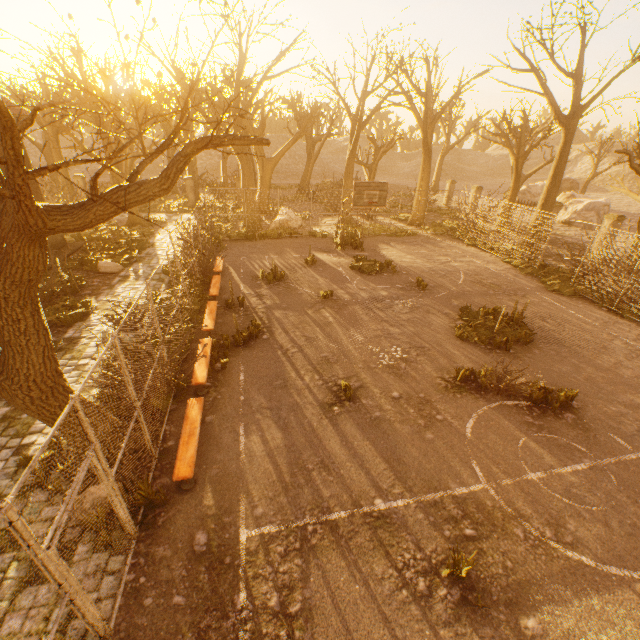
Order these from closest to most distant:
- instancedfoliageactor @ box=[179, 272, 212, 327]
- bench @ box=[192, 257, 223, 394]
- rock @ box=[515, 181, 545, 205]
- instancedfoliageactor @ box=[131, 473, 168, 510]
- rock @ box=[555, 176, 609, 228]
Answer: instancedfoliageactor @ box=[131, 473, 168, 510], bench @ box=[192, 257, 223, 394], instancedfoliageactor @ box=[179, 272, 212, 327], rock @ box=[555, 176, 609, 228], rock @ box=[515, 181, 545, 205]

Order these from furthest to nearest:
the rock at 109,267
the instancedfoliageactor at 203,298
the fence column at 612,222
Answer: the fence column at 612,222, the rock at 109,267, the instancedfoliageactor at 203,298

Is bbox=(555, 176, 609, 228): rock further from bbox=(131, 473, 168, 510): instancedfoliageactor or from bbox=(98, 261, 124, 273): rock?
bbox=(131, 473, 168, 510): instancedfoliageactor

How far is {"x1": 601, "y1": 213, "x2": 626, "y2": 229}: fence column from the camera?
17.17m

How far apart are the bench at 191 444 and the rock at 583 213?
31.9m

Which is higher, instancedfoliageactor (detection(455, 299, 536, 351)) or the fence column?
the fence column

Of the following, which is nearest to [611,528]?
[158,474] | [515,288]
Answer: [158,474]

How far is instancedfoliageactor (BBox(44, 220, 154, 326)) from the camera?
10.7 meters
